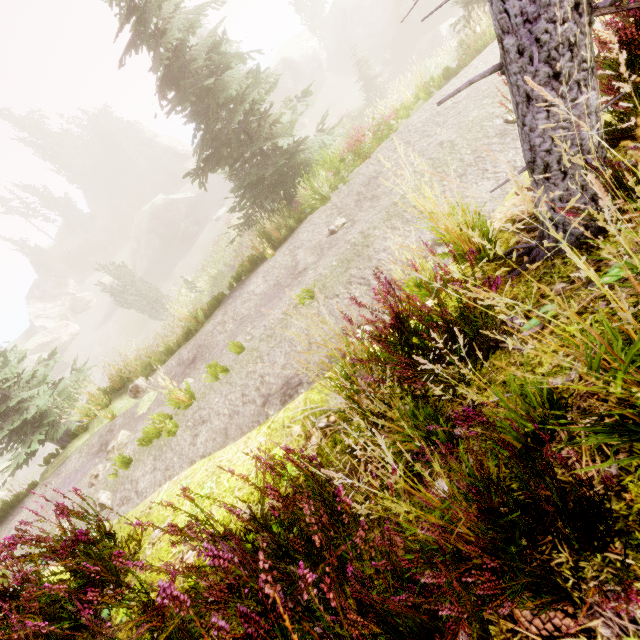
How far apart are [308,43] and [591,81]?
53.4m

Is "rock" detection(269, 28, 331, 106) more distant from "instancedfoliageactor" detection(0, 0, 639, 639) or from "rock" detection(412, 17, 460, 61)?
"rock" detection(412, 17, 460, 61)

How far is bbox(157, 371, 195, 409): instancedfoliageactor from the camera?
6.1m

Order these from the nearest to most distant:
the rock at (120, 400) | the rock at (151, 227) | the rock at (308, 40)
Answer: the rock at (120, 400)
the rock at (308, 40)
the rock at (151, 227)

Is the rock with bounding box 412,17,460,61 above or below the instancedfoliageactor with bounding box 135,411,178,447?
below

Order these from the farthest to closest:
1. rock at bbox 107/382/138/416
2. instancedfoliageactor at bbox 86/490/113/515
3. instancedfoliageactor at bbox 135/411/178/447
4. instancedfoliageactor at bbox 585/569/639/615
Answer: rock at bbox 107/382/138/416 → instancedfoliageactor at bbox 135/411/178/447 → instancedfoliageactor at bbox 86/490/113/515 → instancedfoliageactor at bbox 585/569/639/615

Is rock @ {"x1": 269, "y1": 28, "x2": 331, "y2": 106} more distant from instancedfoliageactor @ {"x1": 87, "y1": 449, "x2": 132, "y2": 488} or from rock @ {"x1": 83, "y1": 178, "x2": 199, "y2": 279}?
rock @ {"x1": 83, "y1": 178, "x2": 199, "y2": 279}

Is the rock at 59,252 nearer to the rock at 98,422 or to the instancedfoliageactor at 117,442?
the instancedfoliageactor at 117,442
